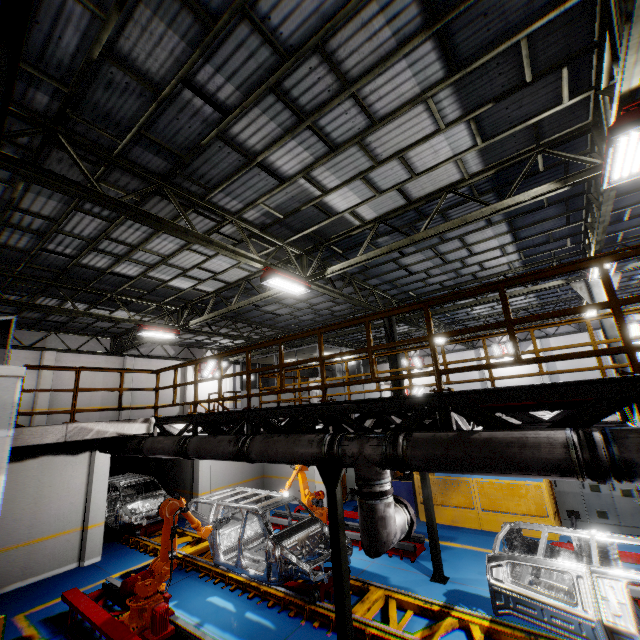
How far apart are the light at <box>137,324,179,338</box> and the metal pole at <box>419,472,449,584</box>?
10.6 meters

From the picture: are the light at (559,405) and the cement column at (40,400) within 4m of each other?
no

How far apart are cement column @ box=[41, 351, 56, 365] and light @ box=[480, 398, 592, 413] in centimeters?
1984cm

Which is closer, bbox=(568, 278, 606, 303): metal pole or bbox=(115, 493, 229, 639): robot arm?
bbox=(115, 493, 229, 639): robot arm

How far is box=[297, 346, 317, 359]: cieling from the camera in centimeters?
1679cm

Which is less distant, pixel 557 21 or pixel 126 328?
pixel 557 21

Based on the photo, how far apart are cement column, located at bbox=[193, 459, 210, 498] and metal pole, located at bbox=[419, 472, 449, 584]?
9.1 meters

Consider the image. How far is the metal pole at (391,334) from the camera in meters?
14.6
